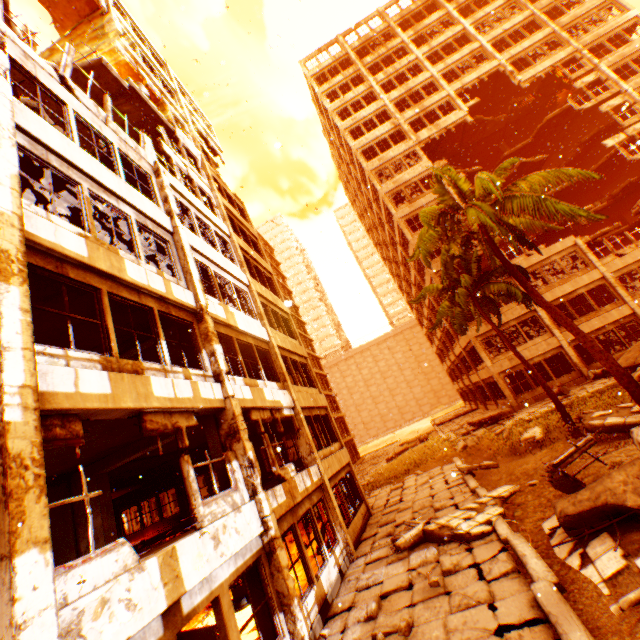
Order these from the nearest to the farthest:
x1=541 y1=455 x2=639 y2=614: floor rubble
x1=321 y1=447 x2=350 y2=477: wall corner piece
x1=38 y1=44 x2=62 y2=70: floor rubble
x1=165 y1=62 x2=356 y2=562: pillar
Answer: x1=541 y1=455 x2=639 y2=614: floor rubble < x1=165 y1=62 x2=356 y2=562: pillar < x1=38 y1=44 x2=62 y2=70: floor rubble < x1=321 y1=447 x2=350 y2=477: wall corner piece

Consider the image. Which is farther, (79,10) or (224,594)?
(79,10)

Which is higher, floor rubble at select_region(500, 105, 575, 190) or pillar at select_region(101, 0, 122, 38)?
pillar at select_region(101, 0, 122, 38)

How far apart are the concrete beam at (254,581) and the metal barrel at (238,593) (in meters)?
4.81

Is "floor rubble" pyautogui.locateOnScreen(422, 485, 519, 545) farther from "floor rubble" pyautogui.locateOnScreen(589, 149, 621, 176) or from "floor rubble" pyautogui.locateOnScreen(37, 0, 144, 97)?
"floor rubble" pyautogui.locateOnScreen(589, 149, 621, 176)

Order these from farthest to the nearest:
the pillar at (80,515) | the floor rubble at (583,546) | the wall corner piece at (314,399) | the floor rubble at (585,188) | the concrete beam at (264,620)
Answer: the floor rubble at (585,188) < the wall corner piece at (314,399) < the pillar at (80,515) < the concrete beam at (264,620) < the floor rubble at (583,546)

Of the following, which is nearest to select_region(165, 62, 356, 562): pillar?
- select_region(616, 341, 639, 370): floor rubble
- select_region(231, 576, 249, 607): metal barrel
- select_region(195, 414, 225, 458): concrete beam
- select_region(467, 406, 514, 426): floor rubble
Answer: select_region(195, 414, 225, 458): concrete beam

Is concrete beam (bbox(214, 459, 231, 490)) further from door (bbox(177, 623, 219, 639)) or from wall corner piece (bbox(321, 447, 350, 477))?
wall corner piece (bbox(321, 447, 350, 477))
